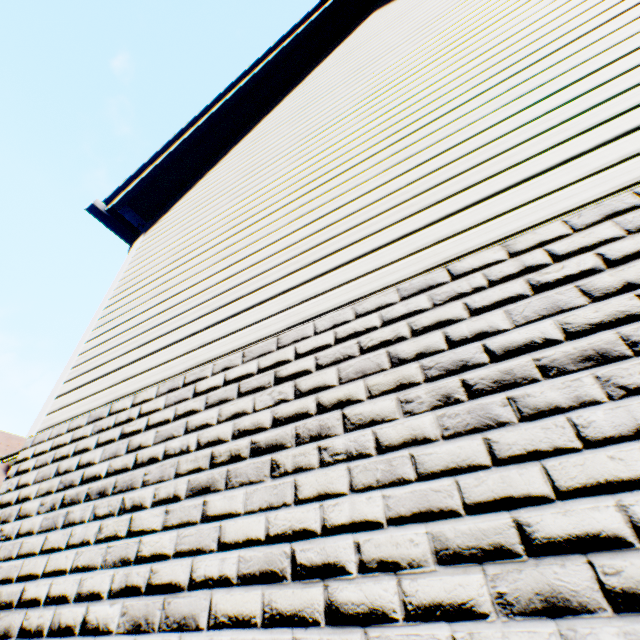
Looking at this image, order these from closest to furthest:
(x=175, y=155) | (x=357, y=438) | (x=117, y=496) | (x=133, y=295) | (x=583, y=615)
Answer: (x=583, y=615) < (x=357, y=438) < (x=117, y=496) < (x=133, y=295) < (x=175, y=155)
